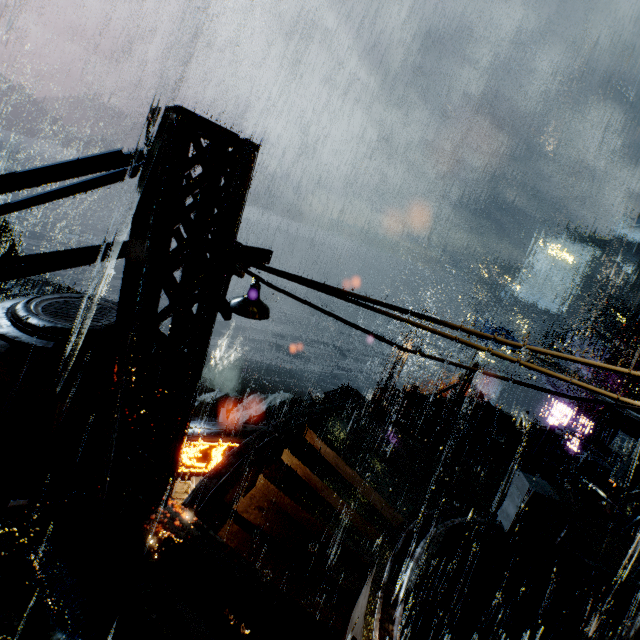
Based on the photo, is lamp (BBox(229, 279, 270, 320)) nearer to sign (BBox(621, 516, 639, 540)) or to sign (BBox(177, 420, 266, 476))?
sign (BBox(177, 420, 266, 476))

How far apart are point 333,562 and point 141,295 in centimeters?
1017cm

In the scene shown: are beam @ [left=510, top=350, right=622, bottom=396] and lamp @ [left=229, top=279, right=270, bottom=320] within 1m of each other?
no

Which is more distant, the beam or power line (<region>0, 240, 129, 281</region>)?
the beam

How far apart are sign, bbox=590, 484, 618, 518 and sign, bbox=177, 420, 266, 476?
12.7 meters

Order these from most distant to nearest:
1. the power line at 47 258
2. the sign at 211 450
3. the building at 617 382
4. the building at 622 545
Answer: the building at 617 382 → the building at 622 545 → the sign at 211 450 → the power line at 47 258

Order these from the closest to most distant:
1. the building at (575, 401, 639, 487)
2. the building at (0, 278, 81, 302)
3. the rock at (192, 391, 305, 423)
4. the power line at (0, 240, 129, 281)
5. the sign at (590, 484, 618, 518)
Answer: the power line at (0, 240, 129, 281) < the sign at (590, 484, 618, 518) < the building at (575, 401, 639, 487) < the building at (0, 278, 81, 302) < the rock at (192, 391, 305, 423)

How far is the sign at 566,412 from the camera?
26.0m
